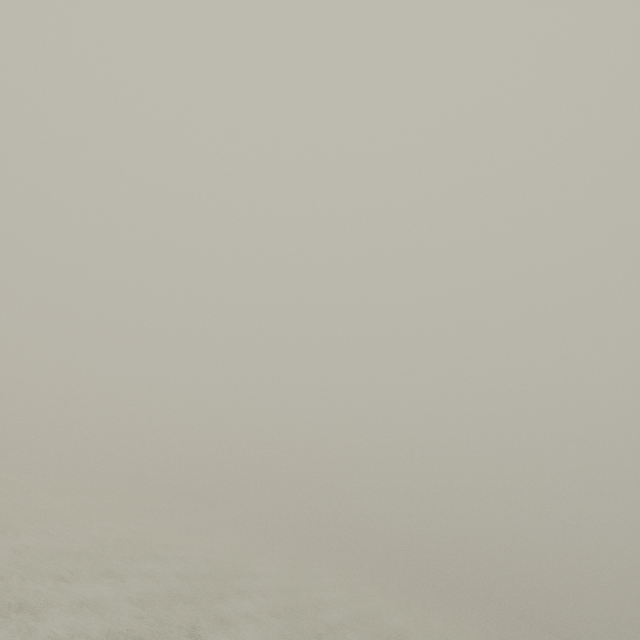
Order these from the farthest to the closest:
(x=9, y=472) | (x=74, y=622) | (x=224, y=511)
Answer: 1. (x=224, y=511)
2. (x=9, y=472)
3. (x=74, y=622)
